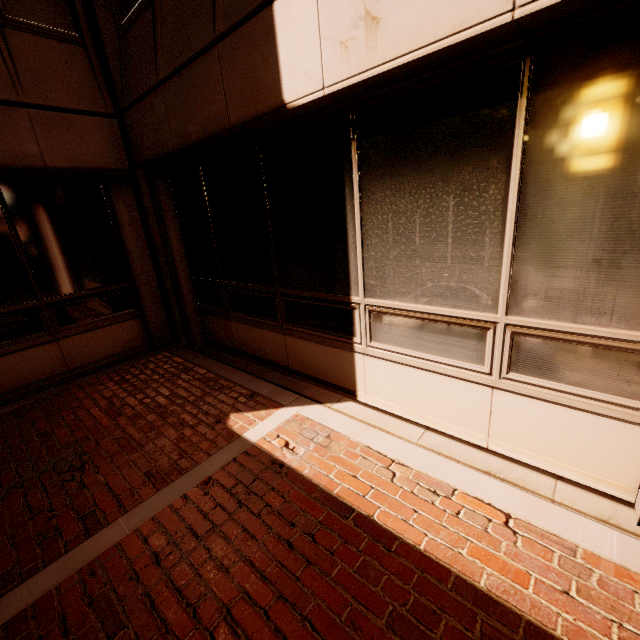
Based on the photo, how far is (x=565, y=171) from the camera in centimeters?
197cm
